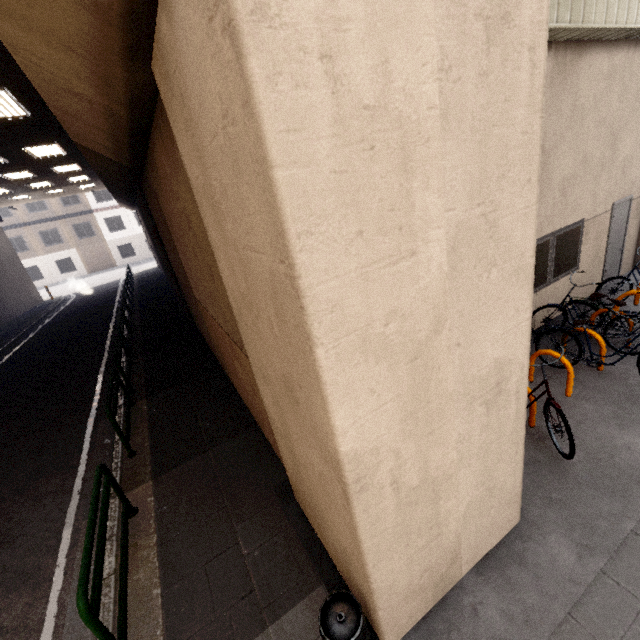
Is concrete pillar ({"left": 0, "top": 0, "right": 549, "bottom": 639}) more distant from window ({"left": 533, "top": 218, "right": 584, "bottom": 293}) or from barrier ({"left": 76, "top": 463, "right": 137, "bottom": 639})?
barrier ({"left": 76, "top": 463, "right": 137, "bottom": 639})

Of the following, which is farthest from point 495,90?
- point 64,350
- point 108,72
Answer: point 64,350

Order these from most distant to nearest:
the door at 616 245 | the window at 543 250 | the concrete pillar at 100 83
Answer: the door at 616 245 < the window at 543 250 < the concrete pillar at 100 83

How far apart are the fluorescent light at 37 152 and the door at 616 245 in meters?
16.7

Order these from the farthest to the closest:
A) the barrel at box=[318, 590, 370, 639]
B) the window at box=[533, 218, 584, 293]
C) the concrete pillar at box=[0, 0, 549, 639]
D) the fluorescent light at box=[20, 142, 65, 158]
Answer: the fluorescent light at box=[20, 142, 65, 158] < the window at box=[533, 218, 584, 293] < the barrel at box=[318, 590, 370, 639] < the concrete pillar at box=[0, 0, 549, 639]

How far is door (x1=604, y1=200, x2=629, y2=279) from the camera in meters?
7.7

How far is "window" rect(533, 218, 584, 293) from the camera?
6.50m

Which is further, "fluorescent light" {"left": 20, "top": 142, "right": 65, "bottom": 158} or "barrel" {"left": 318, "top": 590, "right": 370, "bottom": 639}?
"fluorescent light" {"left": 20, "top": 142, "right": 65, "bottom": 158}
